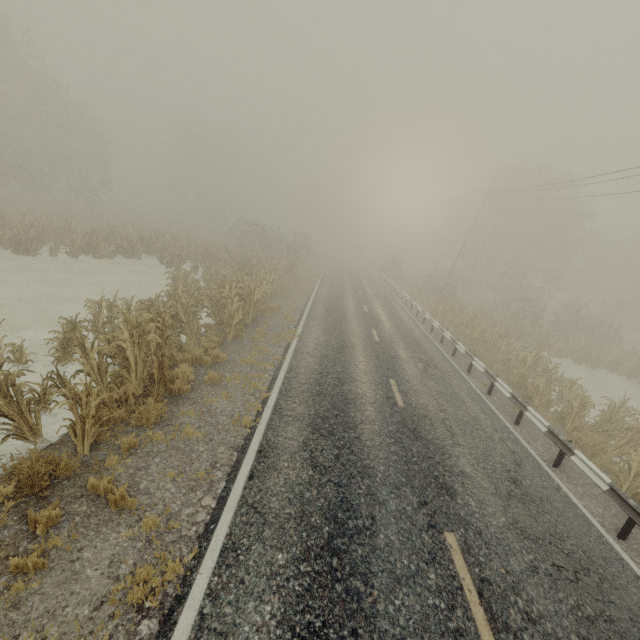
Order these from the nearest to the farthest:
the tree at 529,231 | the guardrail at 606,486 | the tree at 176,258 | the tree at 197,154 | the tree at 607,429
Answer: the tree at 176,258 < the guardrail at 606,486 < the tree at 607,429 < the tree at 529,231 < the tree at 197,154

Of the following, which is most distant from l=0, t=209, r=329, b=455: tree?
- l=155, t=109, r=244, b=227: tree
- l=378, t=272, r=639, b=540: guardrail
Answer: l=155, t=109, r=244, b=227: tree

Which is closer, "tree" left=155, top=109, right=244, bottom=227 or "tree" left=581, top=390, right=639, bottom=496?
"tree" left=581, top=390, right=639, bottom=496

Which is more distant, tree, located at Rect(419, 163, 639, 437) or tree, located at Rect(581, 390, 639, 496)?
tree, located at Rect(419, 163, 639, 437)

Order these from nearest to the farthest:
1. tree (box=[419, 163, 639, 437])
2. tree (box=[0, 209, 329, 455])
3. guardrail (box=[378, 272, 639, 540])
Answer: tree (box=[0, 209, 329, 455]) → guardrail (box=[378, 272, 639, 540]) → tree (box=[419, 163, 639, 437])

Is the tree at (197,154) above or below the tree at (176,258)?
→ above

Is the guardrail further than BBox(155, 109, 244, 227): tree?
No

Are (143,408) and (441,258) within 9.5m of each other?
no
